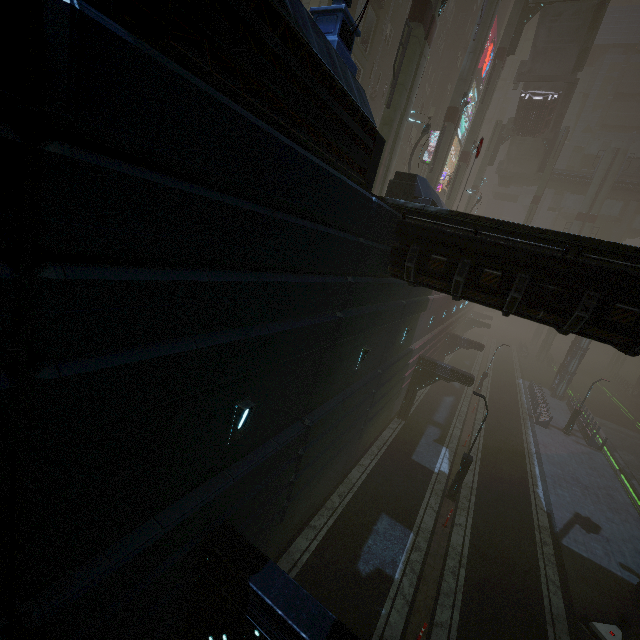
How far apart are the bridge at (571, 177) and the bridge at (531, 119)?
7.8 meters

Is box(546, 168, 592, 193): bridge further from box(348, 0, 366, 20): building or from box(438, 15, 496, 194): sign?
box(438, 15, 496, 194): sign

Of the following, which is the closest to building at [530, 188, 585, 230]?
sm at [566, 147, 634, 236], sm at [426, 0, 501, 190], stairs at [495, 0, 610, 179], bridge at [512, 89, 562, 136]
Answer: sm at [426, 0, 501, 190]

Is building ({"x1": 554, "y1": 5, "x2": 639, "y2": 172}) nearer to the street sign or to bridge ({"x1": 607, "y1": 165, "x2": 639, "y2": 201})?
the street sign

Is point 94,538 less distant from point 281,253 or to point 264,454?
point 264,454

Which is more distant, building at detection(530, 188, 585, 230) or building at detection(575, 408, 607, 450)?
building at detection(530, 188, 585, 230)

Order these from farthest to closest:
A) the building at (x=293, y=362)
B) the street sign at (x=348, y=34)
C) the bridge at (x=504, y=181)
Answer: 1. the bridge at (x=504, y=181)
2. the street sign at (x=348, y=34)
3. the building at (x=293, y=362)

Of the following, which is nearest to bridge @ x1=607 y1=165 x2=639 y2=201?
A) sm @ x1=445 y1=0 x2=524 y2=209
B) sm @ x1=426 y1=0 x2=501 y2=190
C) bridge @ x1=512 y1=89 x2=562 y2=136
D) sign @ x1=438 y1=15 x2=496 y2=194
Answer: bridge @ x1=512 y1=89 x2=562 y2=136
